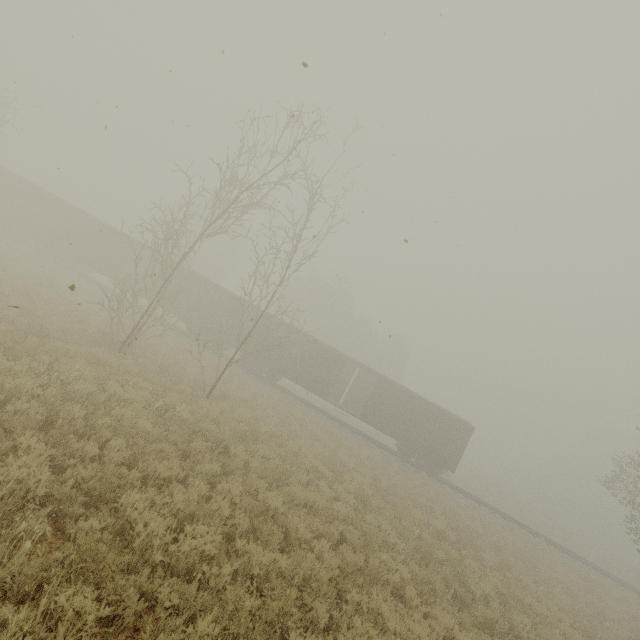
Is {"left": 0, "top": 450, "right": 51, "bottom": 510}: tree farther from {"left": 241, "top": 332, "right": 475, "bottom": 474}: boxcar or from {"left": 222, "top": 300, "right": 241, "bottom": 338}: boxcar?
{"left": 222, "top": 300, "right": 241, "bottom": 338}: boxcar

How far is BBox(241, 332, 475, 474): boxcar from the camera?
23.7 meters

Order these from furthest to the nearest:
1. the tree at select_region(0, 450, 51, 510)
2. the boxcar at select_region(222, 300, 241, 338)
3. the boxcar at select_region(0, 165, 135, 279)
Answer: the boxcar at select_region(0, 165, 135, 279), the boxcar at select_region(222, 300, 241, 338), the tree at select_region(0, 450, 51, 510)

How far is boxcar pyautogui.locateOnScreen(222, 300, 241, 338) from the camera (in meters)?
25.19

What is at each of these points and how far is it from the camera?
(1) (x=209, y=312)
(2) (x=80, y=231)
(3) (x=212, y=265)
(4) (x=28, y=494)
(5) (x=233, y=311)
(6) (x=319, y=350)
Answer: (1) boxcar, 25.38m
(2) boxcar, 26.52m
(3) tree, 47.53m
(4) tree, 4.34m
(5) boxcar, 25.38m
(6) boxcar, 24.81m

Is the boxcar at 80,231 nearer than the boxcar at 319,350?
No

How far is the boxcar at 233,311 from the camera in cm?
2519
